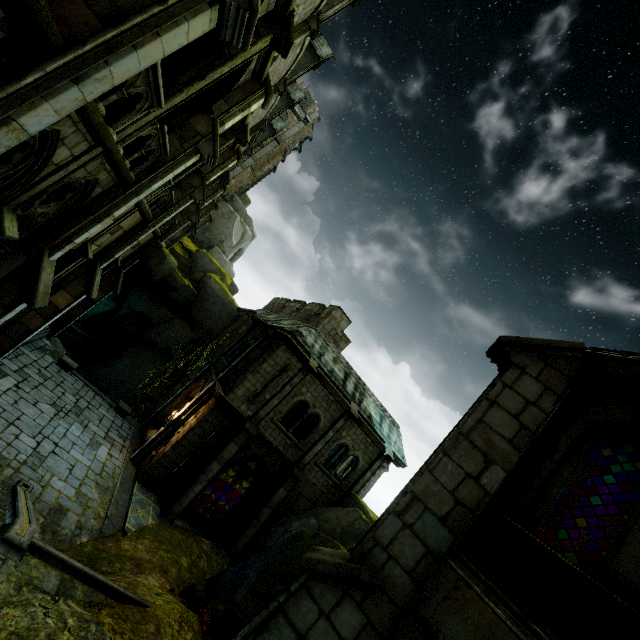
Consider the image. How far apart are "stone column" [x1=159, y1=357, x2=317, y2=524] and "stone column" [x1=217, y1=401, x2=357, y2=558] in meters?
2.8 m

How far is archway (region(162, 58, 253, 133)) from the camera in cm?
959

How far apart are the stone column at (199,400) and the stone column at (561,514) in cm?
1291

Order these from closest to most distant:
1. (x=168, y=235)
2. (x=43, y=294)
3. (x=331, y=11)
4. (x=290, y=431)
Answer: (x=43, y=294) → (x=290, y=431) → (x=331, y=11) → (x=168, y=235)

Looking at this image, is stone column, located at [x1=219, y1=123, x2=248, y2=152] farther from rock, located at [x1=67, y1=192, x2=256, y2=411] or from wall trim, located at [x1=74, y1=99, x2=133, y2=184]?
rock, located at [x1=67, y1=192, x2=256, y2=411]

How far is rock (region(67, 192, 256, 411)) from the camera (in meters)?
22.62

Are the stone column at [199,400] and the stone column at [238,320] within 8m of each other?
yes

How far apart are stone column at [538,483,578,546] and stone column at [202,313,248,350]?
21.0m
